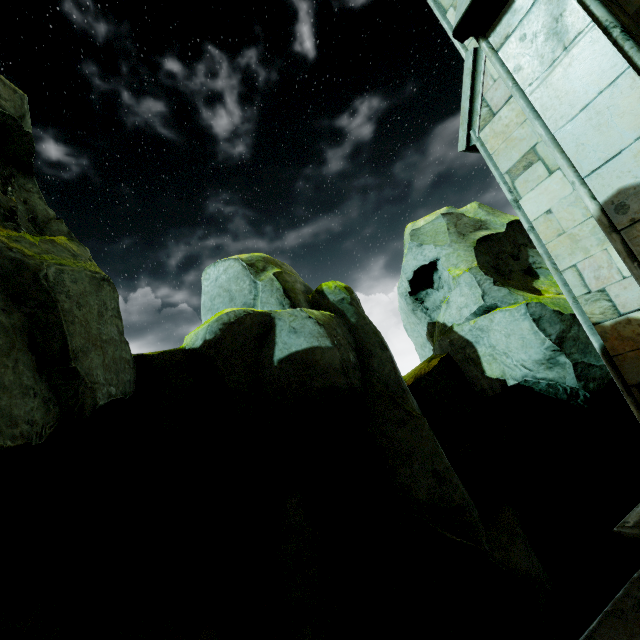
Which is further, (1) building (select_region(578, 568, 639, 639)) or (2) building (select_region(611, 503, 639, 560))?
(2) building (select_region(611, 503, 639, 560))

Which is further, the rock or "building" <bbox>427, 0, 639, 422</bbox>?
the rock

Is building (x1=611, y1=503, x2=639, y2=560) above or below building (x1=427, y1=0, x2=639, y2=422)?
below

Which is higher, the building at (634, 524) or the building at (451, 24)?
the building at (451, 24)

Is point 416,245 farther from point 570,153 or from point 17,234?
point 17,234
